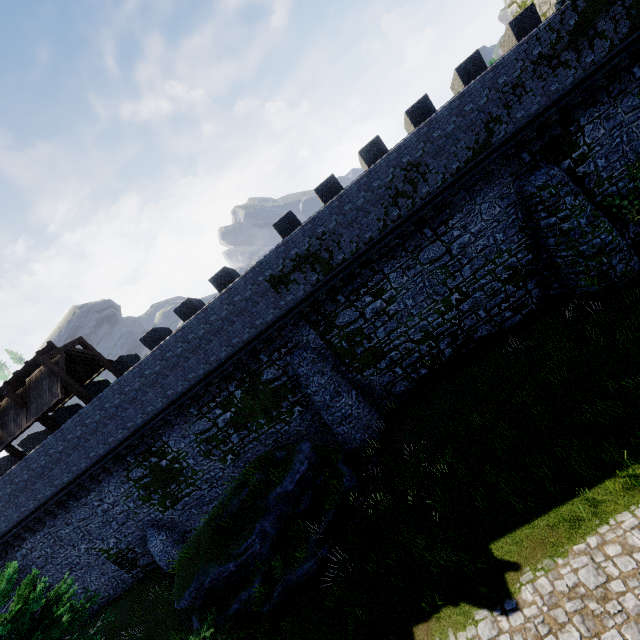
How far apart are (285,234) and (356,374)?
8.7 meters

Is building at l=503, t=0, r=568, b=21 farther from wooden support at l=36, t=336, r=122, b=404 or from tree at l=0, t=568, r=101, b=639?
tree at l=0, t=568, r=101, b=639

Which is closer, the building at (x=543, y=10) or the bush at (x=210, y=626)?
the bush at (x=210, y=626)

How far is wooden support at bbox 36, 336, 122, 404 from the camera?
16.7m

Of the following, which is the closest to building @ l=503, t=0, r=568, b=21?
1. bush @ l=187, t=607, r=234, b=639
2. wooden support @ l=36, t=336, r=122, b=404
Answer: bush @ l=187, t=607, r=234, b=639

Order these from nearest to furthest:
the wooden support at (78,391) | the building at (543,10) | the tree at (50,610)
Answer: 1. the tree at (50,610)
2. the building at (543,10)
3. the wooden support at (78,391)

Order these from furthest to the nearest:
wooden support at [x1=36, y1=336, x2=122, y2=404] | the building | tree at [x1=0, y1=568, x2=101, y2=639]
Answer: wooden support at [x1=36, y1=336, x2=122, y2=404] → the building → tree at [x1=0, y1=568, x2=101, y2=639]
